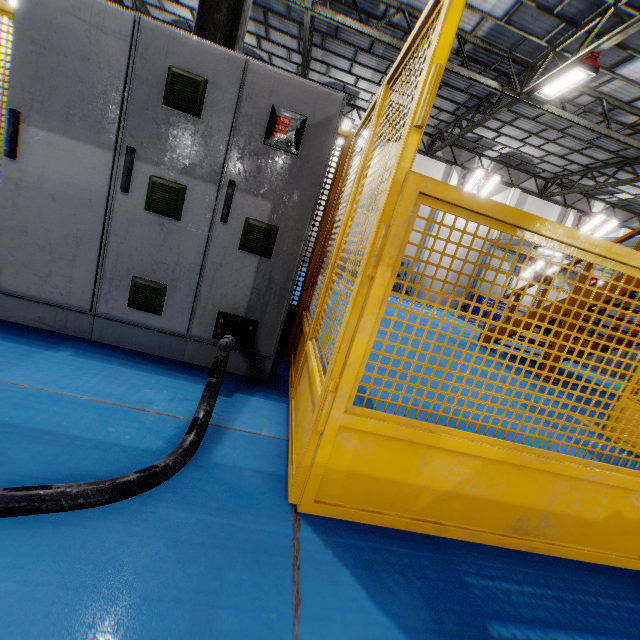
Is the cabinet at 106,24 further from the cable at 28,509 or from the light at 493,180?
the light at 493,180

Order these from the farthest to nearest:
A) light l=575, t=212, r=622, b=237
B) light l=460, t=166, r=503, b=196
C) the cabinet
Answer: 1. light l=575, t=212, r=622, b=237
2. light l=460, t=166, r=503, b=196
3. the cabinet

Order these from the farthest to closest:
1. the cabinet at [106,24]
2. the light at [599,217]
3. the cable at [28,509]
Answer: the light at [599,217] → the cabinet at [106,24] → the cable at [28,509]

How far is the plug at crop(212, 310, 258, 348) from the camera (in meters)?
2.24

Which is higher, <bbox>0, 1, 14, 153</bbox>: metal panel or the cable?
<bbox>0, 1, 14, 153</bbox>: metal panel

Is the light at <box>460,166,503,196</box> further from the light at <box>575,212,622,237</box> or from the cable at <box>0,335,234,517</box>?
the cable at <box>0,335,234,517</box>

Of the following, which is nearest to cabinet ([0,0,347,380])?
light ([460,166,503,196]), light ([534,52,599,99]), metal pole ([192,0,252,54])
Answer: metal pole ([192,0,252,54])

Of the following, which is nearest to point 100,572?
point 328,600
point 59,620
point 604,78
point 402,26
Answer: point 59,620
